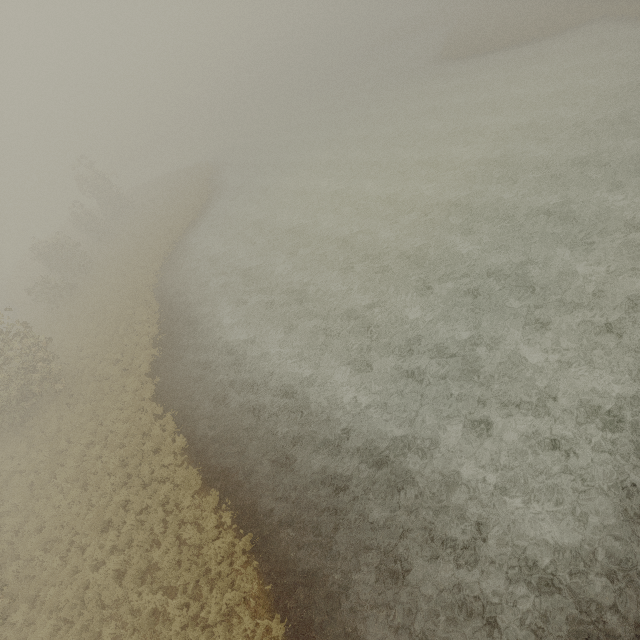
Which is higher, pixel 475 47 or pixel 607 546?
pixel 475 47
